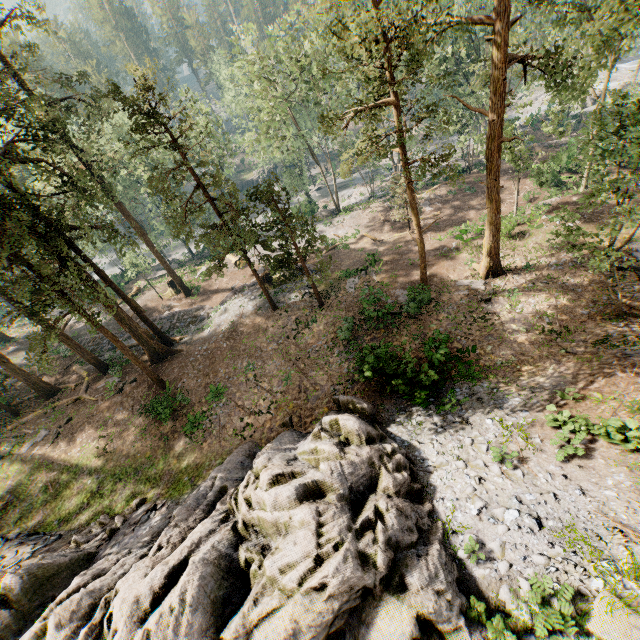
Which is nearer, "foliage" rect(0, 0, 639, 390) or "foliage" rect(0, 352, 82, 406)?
"foliage" rect(0, 0, 639, 390)

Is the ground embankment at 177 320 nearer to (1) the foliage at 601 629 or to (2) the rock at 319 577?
(1) the foliage at 601 629

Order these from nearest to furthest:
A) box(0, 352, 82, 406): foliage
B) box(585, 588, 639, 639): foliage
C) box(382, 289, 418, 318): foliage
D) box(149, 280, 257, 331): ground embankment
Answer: box(585, 588, 639, 639): foliage, box(382, 289, 418, 318): foliage, box(0, 352, 82, 406): foliage, box(149, 280, 257, 331): ground embankment

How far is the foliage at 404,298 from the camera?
20.3m

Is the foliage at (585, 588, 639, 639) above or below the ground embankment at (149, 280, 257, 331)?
above

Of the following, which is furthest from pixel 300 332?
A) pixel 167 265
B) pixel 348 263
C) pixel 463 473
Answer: pixel 167 265

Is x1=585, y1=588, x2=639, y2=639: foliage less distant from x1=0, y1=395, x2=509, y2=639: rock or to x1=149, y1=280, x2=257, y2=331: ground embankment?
x1=149, y1=280, x2=257, y2=331: ground embankment

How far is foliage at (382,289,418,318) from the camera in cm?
2034
